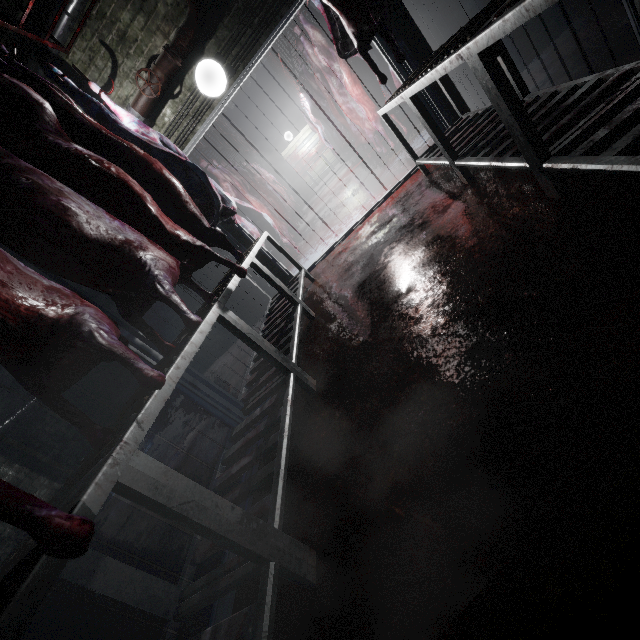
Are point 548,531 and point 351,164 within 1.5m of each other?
no

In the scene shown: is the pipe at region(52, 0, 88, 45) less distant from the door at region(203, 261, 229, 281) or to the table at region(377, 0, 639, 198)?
the door at region(203, 261, 229, 281)

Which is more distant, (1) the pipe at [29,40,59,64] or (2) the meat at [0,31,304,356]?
(1) the pipe at [29,40,59,64]

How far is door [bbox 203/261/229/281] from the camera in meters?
4.2

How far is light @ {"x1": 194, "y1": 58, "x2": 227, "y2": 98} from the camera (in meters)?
3.20

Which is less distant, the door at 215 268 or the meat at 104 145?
the meat at 104 145

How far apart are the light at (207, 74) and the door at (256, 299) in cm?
49
